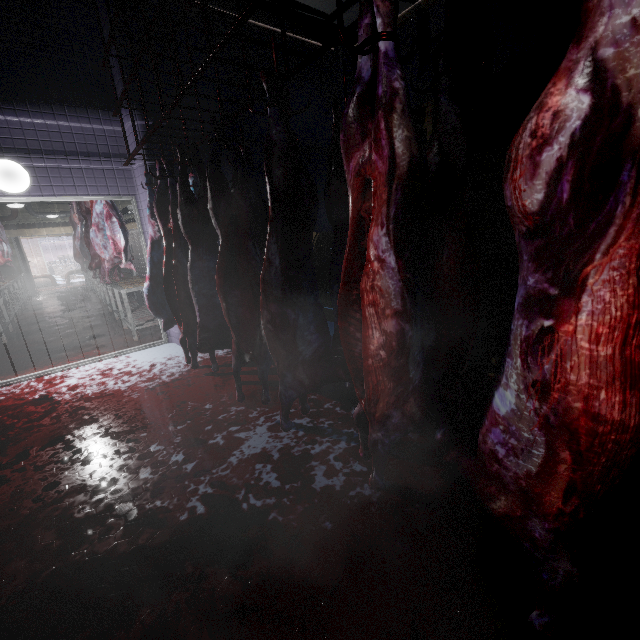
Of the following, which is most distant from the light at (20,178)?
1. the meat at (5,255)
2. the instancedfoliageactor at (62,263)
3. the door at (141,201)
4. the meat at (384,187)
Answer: the instancedfoliageactor at (62,263)

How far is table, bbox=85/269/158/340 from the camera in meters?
4.7

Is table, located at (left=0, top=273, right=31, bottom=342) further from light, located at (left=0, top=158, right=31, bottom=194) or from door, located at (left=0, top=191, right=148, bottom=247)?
light, located at (left=0, top=158, right=31, bottom=194)

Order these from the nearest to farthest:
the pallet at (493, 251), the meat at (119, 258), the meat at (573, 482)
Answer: the meat at (573, 482) < the pallet at (493, 251) < the meat at (119, 258)

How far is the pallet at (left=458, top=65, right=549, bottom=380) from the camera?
2.7 meters

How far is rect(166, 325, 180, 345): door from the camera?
4.37m

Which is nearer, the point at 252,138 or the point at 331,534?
the point at 331,534

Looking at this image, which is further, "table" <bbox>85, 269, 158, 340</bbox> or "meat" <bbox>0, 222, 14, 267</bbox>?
"meat" <bbox>0, 222, 14, 267</bbox>
